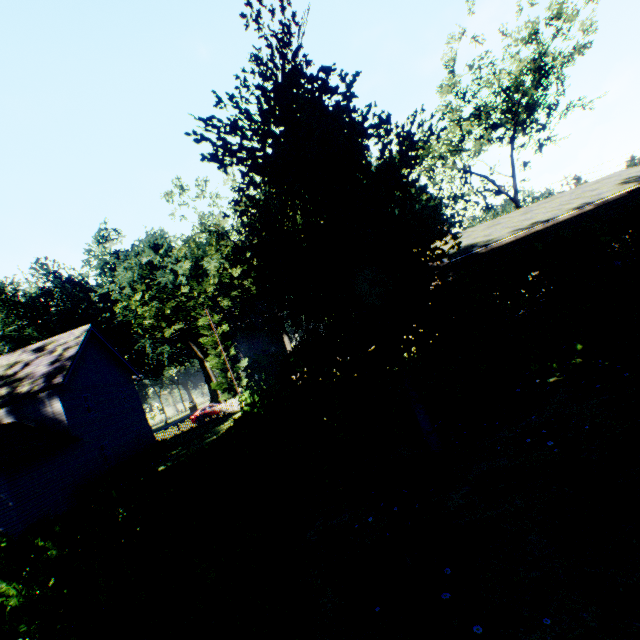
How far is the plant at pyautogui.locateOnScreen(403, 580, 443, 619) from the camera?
3.14m

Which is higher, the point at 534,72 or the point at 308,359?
the point at 534,72

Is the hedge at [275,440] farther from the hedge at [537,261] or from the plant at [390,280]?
the plant at [390,280]

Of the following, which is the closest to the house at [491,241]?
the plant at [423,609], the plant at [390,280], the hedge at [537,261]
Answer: the hedge at [537,261]

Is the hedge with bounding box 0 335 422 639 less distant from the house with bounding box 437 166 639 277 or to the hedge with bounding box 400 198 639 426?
the hedge with bounding box 400 198 639 426

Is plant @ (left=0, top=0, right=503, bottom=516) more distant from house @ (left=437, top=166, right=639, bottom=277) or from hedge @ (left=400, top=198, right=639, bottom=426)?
house @ (left=437, top=166, right=639, bottom=277)

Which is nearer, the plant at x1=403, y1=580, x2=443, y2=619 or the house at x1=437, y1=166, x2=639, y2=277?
the plant at x1=403, y1=580, x2=443, y2=619

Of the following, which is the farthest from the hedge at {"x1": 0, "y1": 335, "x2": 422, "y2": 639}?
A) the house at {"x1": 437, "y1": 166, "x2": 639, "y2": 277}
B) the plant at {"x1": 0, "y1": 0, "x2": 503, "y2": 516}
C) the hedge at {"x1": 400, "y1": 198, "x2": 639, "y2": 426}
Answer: the house at {"x1": 437, "y1": 166, "x2": 639, "y2": 277}
